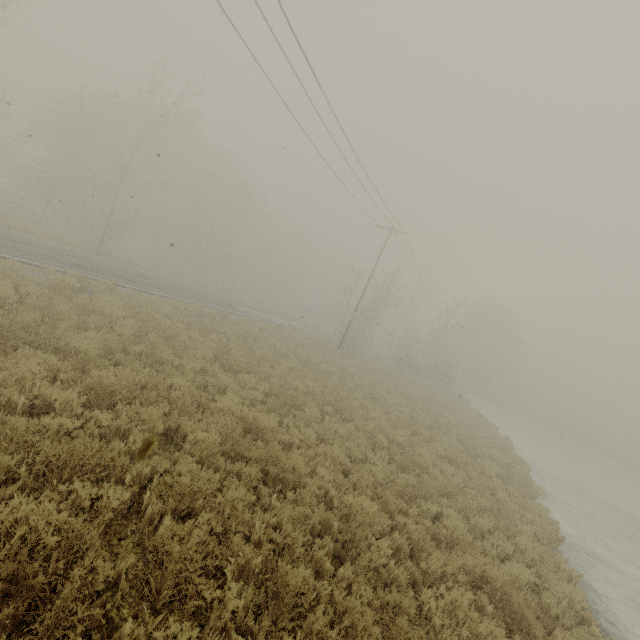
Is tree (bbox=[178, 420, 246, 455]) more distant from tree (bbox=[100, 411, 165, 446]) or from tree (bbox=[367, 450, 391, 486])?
tree (bbox=[367, 450, 391, 486])

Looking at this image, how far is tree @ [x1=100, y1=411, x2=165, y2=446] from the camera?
5.4 meters

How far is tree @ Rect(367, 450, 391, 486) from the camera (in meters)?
7.62

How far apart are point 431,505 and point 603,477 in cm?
3422

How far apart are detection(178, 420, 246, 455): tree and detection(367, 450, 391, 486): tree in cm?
466

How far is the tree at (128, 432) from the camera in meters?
5.4

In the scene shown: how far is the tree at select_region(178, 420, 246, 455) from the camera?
5.8 meters

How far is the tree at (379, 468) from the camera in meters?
7.6
